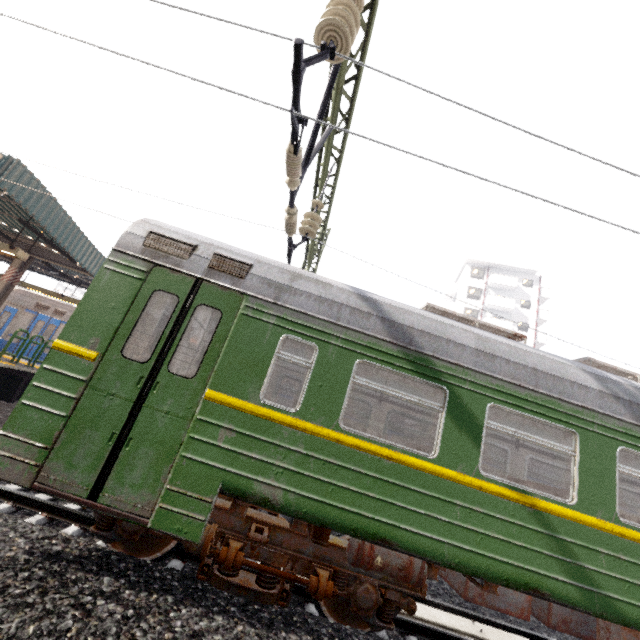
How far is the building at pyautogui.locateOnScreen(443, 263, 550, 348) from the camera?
37.6 meters

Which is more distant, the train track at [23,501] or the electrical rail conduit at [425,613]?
the electrical rail conduit at [425,613]

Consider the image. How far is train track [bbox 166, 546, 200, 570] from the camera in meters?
4.4 m

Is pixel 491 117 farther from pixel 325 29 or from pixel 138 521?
pixel 138 521

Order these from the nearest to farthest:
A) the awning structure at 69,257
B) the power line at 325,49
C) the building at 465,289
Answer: the power line at 325,49
the awning structure at 69,257
the building at 465,289

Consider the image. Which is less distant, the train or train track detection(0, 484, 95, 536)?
the train

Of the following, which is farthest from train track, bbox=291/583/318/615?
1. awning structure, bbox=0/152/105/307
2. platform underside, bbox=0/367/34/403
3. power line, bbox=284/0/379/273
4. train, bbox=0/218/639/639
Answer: awning structure, bbox=0/152/105/307

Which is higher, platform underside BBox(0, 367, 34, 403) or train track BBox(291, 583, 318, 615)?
platform underside BBox(0, 367, 34, 403)
